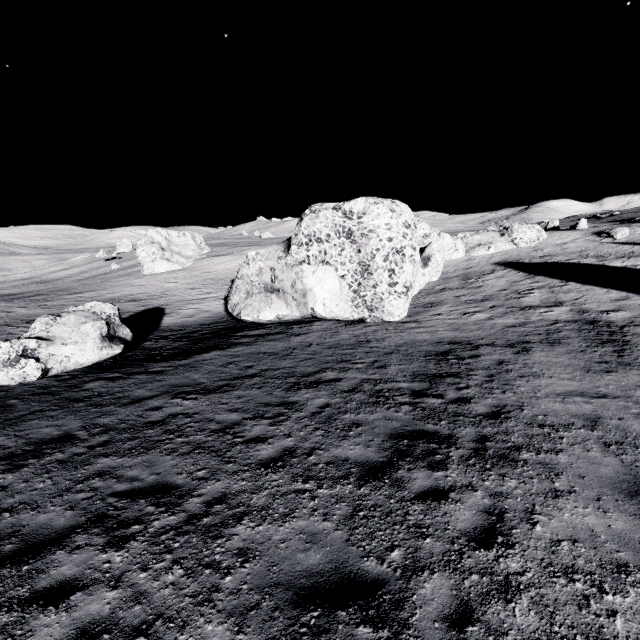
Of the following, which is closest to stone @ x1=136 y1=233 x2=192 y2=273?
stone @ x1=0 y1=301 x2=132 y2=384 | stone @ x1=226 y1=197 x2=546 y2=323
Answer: stone @ x1=226 y1=197 x2=546 y2=323

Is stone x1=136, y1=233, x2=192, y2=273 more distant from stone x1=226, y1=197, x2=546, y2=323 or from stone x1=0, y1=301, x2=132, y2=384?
stone x1=0, y1=301, x2=132, y2=384

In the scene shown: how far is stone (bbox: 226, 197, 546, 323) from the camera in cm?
1775

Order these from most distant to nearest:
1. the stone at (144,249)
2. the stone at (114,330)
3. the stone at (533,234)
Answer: the stone at (144,249) < the stone at (533,234) < the stone at (114,330)

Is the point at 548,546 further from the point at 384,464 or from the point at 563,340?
the point at 563,340

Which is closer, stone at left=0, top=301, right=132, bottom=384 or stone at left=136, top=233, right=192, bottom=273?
stone at left=0, top=301, right=132, bottom=384

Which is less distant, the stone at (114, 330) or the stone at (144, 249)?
the stone at (114, 330)
